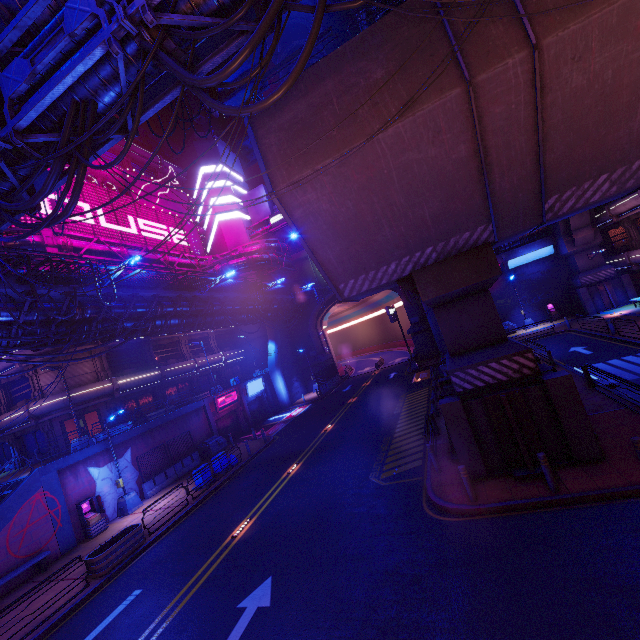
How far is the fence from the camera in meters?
21.5 m

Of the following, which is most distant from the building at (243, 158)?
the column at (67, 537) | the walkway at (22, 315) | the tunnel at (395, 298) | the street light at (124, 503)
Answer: the column at (67, 537)

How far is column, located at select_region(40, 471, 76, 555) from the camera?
16.78m

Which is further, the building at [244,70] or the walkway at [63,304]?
the building at [244,70]

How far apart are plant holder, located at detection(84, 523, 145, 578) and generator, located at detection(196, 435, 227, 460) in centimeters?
1061cm

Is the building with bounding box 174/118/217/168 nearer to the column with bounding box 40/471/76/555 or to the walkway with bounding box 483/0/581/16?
the walkway with bounding box 483/0/581/16

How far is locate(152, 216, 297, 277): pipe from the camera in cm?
3625

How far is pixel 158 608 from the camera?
10.1 meters
